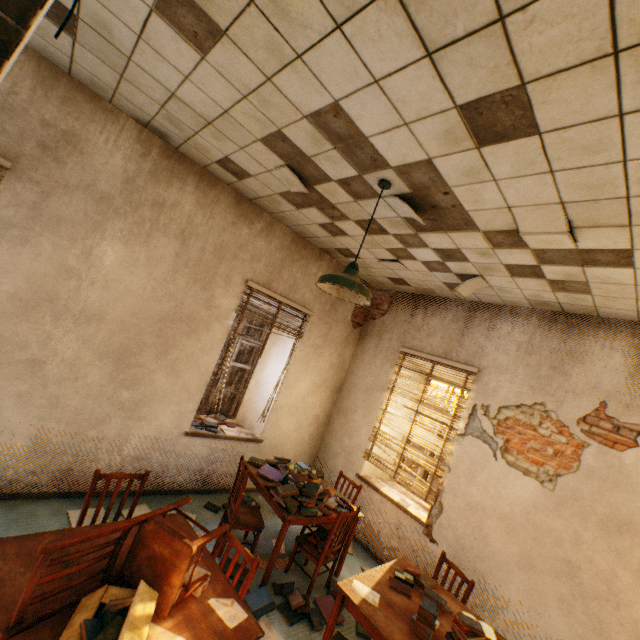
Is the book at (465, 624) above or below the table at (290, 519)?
above

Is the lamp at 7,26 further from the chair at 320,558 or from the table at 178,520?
the chair at 320,558

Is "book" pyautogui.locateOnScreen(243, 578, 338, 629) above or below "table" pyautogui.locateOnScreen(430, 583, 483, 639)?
below

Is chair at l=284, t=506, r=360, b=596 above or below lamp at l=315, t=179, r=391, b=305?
below

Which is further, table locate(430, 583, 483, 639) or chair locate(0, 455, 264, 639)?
table locate(430, 583, 483, 639)

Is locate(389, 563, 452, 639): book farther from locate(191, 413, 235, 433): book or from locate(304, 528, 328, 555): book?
locate(191, 413, 235, 433): book

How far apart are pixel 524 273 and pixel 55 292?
4.8m

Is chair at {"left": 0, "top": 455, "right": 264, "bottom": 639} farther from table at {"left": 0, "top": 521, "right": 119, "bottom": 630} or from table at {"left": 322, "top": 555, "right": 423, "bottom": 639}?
table at {"left": 322, "top": 555, "right": 423, "bottom": 639}
